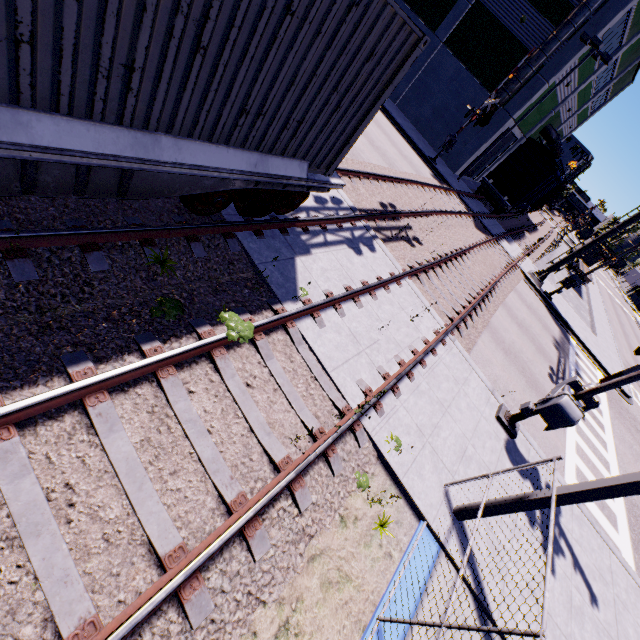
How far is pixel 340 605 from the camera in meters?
3.9 m

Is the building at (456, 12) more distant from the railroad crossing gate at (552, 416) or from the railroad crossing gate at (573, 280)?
the railroad crossing gate at (573, 280)

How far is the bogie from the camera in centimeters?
527cm

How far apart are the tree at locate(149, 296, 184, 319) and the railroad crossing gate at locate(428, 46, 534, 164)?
23.1 meters

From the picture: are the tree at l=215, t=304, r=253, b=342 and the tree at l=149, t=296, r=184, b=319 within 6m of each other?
yes

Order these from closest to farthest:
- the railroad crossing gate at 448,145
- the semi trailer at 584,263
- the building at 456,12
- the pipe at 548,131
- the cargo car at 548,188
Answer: the railroad crossing gate at 448,145 → the building at 456,12 → the cargo car at 548,188 → the pipe at 548,131 → the semi trailer at 584,263

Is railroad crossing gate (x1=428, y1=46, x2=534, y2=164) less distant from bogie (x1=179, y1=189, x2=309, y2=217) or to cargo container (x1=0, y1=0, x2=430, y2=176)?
cargo container (x1=0, y1=0, x2=430, y2=176)

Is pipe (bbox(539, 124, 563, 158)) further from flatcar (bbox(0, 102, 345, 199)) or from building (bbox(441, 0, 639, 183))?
flatcar (bbox(0, 102, 345, 199))
